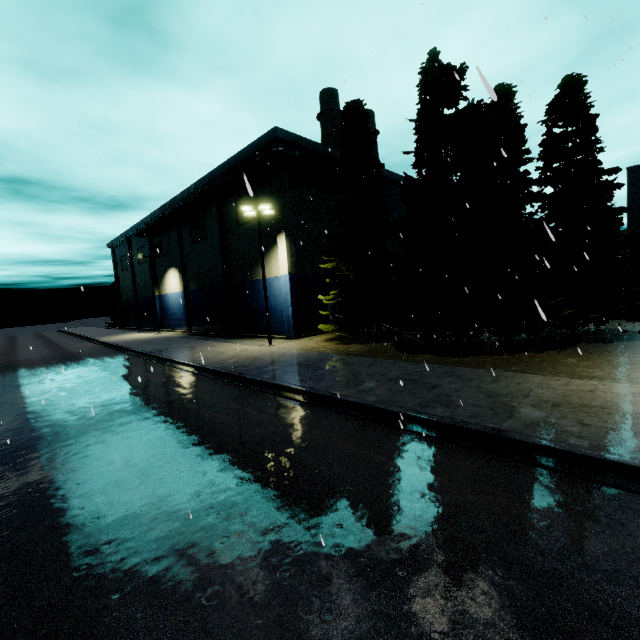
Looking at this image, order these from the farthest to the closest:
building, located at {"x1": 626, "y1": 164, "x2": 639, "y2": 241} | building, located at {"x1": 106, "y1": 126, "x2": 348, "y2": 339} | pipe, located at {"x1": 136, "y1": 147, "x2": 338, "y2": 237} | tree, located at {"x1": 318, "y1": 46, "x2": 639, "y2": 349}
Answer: Result: building, located at {"x1": 106, "y1": 126, "x2": 348, "y2": 339} → pipe, located at {"x1": 136, "y1": 147, "x2": 338, "y2": 237} → building, located at {"x1": 626, "y1": 164, "x2": 639, "y2": 241} → tree, located at {"x1": 318, "y1": 46, "x2": 639, "y2": 349}

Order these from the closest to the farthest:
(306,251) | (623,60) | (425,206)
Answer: (623,60) < (425,206) < (306,251)

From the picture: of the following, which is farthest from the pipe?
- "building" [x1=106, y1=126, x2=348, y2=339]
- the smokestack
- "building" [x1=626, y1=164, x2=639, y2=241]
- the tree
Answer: the smokestack

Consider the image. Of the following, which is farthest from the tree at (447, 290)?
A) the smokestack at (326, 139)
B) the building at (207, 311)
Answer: the building at (207, 311)

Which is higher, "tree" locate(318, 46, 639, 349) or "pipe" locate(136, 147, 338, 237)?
"pipe" locate(136, 147, 338, 237)

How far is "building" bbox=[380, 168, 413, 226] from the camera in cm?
3431

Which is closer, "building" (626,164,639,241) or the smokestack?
"building" (626,164,639,241)

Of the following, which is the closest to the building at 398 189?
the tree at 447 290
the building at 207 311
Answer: the tree at 447 290
